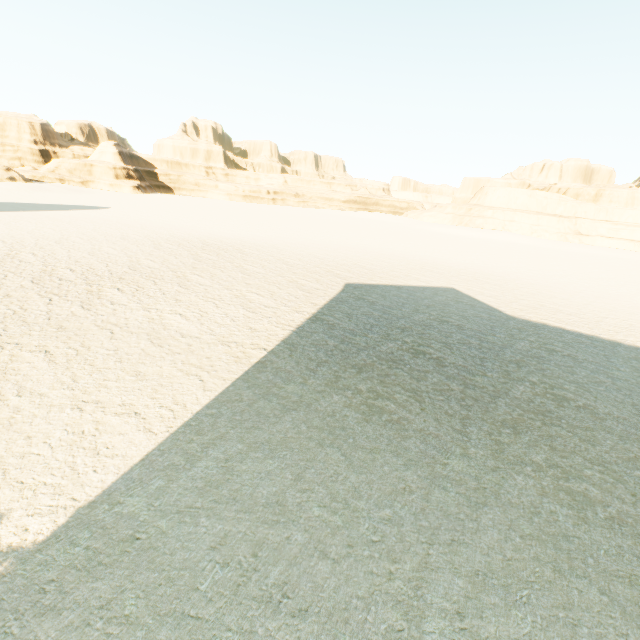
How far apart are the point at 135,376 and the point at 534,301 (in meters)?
19.38
